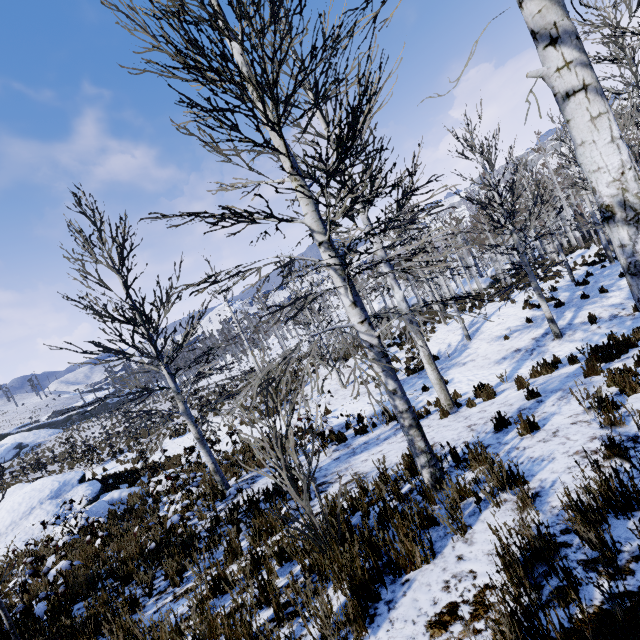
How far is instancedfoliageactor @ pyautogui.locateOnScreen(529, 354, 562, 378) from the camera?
8.5 meters

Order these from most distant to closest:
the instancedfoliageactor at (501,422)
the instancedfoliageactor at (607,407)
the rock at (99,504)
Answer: the rock at (99,504), the instancedfoliageactor at (501,422), the instancedfoliageactor at (607,407)

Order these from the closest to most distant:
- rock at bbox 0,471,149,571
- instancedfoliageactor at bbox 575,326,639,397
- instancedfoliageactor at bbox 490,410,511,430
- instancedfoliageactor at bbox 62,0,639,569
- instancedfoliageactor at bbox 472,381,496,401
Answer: instancedfoliageactor at bbox 62,0,639,569
instancedfoliageactor at bbox 575,326,639,397
instancedfoliageactor at bbox 490,410,511,430
instancedfoliageactor at bbox 472,381,496,401
rock at bbox 0,471,149,571

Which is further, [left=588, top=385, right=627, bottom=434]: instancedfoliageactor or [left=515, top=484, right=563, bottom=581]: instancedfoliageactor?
[left=588, top=385, right=627, bottom=434]: instancedfoliageactor

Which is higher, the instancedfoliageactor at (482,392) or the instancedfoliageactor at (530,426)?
the instancedfoliageactor at (530,426)

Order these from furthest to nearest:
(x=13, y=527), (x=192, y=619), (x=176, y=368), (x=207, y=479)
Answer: (x=13, y=527)
(x=207, y=479)
(x=176, y=368)
(x=192, y=619)
